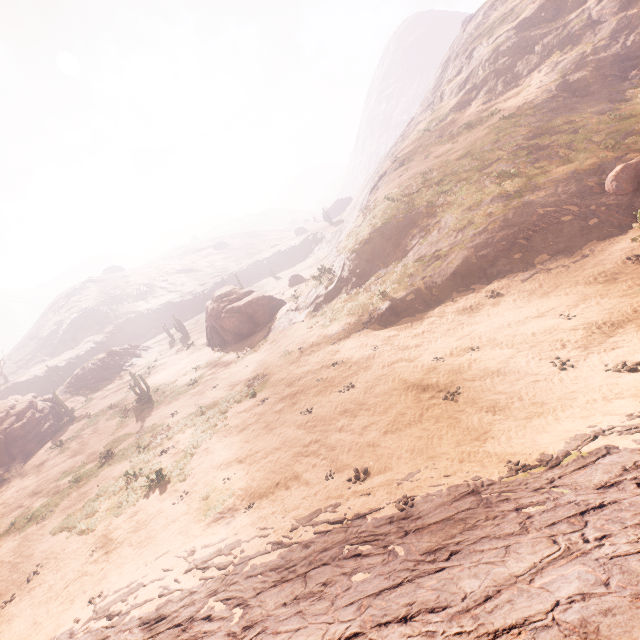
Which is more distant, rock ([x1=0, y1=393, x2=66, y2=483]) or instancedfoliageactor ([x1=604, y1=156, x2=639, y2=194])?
rock ([x1=0, y1=393, x2=66, y2=483])

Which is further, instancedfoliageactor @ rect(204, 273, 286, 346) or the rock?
instancedfoliageactor @ rect(204, 273, 286, 346)

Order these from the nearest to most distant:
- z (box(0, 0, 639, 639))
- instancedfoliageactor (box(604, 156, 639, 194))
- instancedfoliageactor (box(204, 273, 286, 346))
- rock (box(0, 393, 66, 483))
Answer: z (box(0, 0, 639, 639)) < instancedfoliageactor (box(604, 156, 639, 194)) < rock (box(0, 393, 66, 483)) < instancedfoliageactor (box(204, 273, 286, 346))

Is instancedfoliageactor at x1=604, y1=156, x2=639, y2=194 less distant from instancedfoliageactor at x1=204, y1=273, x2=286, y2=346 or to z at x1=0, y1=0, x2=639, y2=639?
z at x1=0, y1=0, x2=639, y2=639

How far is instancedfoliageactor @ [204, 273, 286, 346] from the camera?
30.5 meters

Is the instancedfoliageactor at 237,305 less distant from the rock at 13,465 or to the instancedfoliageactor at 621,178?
the rock at 13,465

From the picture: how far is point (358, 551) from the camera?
6.2m

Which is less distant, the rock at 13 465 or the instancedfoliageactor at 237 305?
the rock at 13 465
